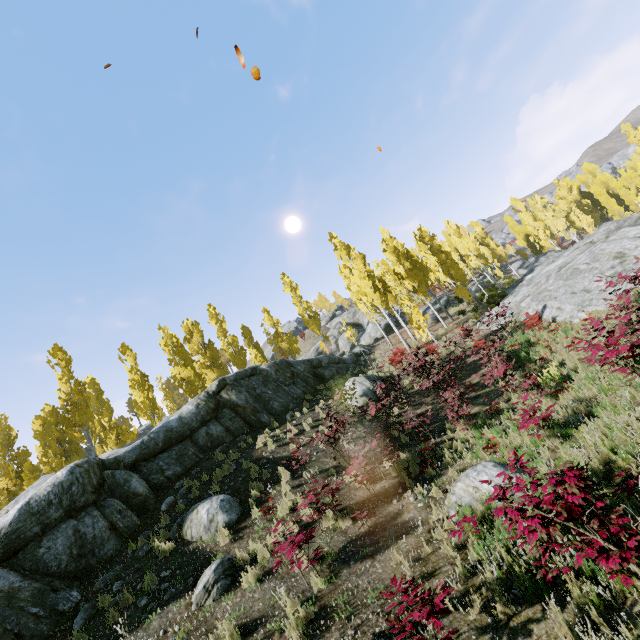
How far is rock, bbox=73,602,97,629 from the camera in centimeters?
720cm

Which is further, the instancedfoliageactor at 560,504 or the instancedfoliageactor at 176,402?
the instancedfoliageactor at 176,402

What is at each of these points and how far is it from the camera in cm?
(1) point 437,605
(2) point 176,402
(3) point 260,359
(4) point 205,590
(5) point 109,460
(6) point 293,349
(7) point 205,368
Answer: (1) instancedfoliageactor, 398
(2) instancedfoliageactor, 5969
(3) instancedfoliageactor, 3288
(4) rock, 702
(5) rock, 1167
(6) instancedfoliageactor, 2900
(7) instancedfoliageactor, 3238

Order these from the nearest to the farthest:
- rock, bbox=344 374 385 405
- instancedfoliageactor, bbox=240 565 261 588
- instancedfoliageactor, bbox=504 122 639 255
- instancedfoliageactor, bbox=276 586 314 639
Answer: instancedfoliageactor, bbox=276 586 314 639 → instancedfoliageactor, bbox=240 565 261 588 → rock, bbox=344 374 385 405 → instancedfoliageactor, bbox=504 122 639 255

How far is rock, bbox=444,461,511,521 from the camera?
6.68m

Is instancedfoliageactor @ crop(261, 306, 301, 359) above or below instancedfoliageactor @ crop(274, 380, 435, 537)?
above

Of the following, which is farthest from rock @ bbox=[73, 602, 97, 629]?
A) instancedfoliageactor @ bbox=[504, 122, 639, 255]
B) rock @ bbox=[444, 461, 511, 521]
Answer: rock @ bbox=[444, 461, 511, 521]

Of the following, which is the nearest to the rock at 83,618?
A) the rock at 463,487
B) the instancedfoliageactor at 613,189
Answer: the instancedfoliageactor at 613,189
